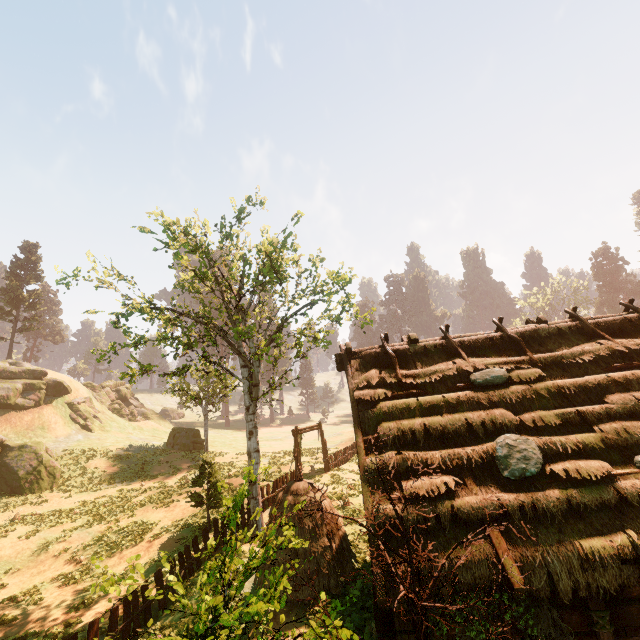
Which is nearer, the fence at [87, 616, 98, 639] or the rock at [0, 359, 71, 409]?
the fence at [87, 616, 98, 639]

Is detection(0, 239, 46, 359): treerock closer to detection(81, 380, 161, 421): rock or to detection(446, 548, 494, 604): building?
detection(446, 548, 494, 604): building

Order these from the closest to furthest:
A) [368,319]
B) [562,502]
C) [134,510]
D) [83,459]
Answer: [562,502], [368,319], [134,510], [83,459]

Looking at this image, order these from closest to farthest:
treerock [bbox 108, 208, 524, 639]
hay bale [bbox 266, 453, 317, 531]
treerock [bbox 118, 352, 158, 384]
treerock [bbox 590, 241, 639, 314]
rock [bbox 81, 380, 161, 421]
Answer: treerock [bbox 108, 208, 524, 639] < hay bale [bbox 266, 453, 317, 531] < treerock [bbox 118, 352, 158, 384] < rock [bbox 81, 380, 161, 421] < treerock [bbox 590, 241, 639, 314]

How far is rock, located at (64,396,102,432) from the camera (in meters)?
35.66

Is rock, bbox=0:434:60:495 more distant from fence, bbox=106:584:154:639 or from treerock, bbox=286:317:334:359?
fence, bbox=106:584:154:639

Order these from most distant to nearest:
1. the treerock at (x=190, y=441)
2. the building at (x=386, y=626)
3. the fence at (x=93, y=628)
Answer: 1. the fence at (x=93, y=628)
2. the building at (x=386, y=626)
3. the treerock at (x=190, y=441)

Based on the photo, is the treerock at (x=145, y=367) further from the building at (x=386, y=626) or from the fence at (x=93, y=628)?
the fence at (x=93, y=628)
